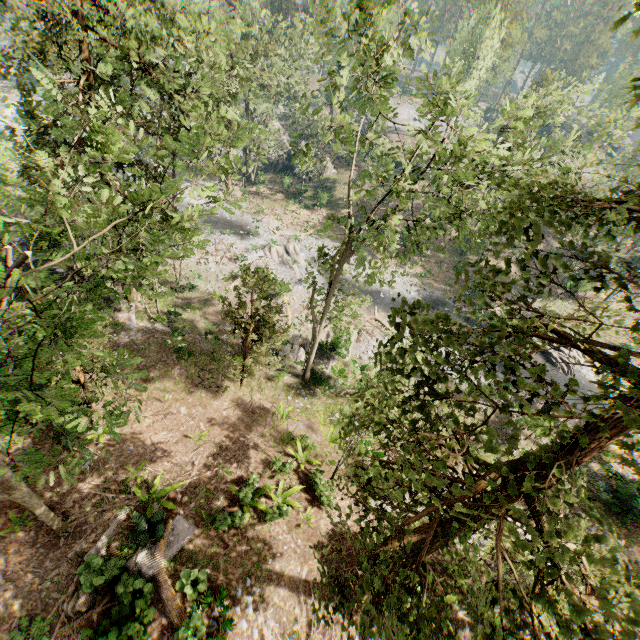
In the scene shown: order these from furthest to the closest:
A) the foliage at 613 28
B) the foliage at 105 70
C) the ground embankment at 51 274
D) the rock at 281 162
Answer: the rock at 281 162 < the ground embankment at 51 274 < the foliage at 105 70 < the foliage at 613 28

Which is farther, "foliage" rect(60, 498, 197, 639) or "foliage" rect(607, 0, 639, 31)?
"foliage" rect(60, 498, 197, 639)

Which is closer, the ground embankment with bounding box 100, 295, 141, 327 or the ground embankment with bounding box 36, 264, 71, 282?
the ground embankment with bounding box 36, 264, 71, 282

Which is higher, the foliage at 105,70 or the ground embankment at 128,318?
the foliage at 105,70

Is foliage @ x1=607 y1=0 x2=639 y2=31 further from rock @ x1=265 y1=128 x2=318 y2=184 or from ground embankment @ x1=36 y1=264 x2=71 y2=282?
rock @ x1=265 y1=128 x2=318 y2=184

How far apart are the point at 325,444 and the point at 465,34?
52.1m

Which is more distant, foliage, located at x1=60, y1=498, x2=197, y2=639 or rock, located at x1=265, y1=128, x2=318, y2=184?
rock, located at x1=265, y1=128, x2=318, y2=184
